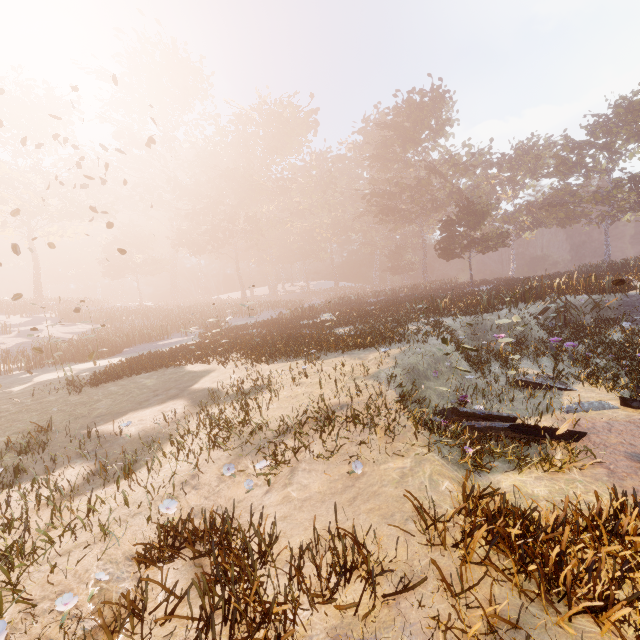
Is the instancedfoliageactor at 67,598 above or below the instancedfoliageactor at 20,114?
below

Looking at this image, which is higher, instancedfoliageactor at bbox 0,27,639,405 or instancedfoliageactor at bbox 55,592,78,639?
instancedfoliageactor at bbox 0,27,639,405

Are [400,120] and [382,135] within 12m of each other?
yes

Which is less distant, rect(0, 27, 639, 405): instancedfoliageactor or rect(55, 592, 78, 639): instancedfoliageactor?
rect(55, 592, 78, 639): instancedfoliageactor

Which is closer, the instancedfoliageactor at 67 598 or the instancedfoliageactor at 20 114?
the instancedfoliageactor at 67 598
